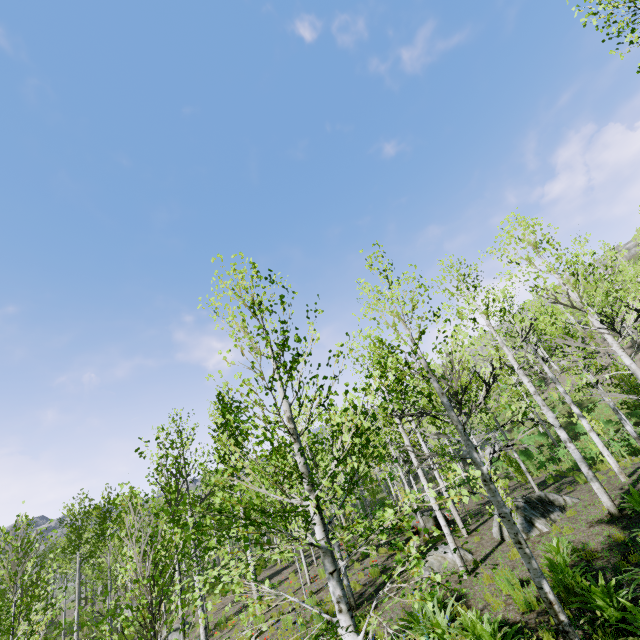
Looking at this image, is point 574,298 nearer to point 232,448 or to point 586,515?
point 586,515
